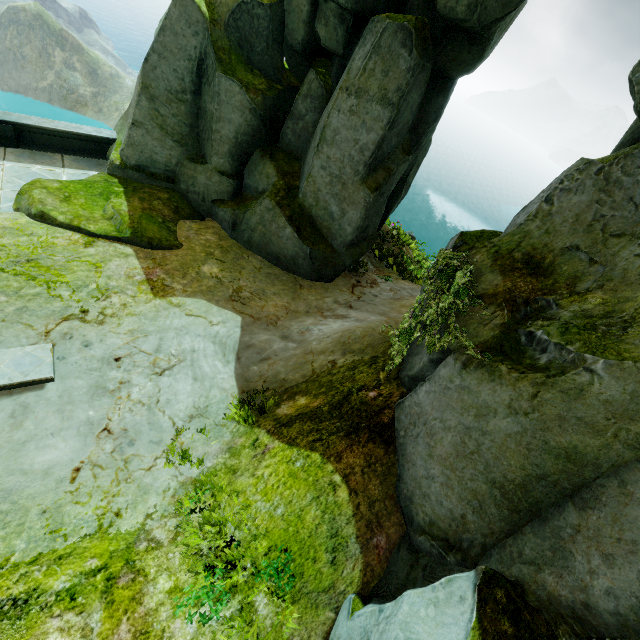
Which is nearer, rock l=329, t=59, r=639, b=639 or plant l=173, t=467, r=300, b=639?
rock l=329, t=59, r=639, b=639

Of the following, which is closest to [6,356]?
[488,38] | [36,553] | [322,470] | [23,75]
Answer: [36,553]

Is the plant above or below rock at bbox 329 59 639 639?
below

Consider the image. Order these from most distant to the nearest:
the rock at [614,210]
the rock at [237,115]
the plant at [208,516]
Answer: the rock at [237,115], the plant at [208,516], the rock at [614,210]

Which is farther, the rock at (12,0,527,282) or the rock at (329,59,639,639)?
the rock at (12,0,527,282)

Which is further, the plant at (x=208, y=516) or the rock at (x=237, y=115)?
the rock at (x=237, y=115)

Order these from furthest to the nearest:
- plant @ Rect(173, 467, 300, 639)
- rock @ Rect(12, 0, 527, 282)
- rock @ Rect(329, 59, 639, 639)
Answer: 1. rock @ Rect(12, 0, 527, 282)
2. plant @ Rect(173, 467, 300, 639)
3. rock @ Rect(329, 59, 639, 639)
